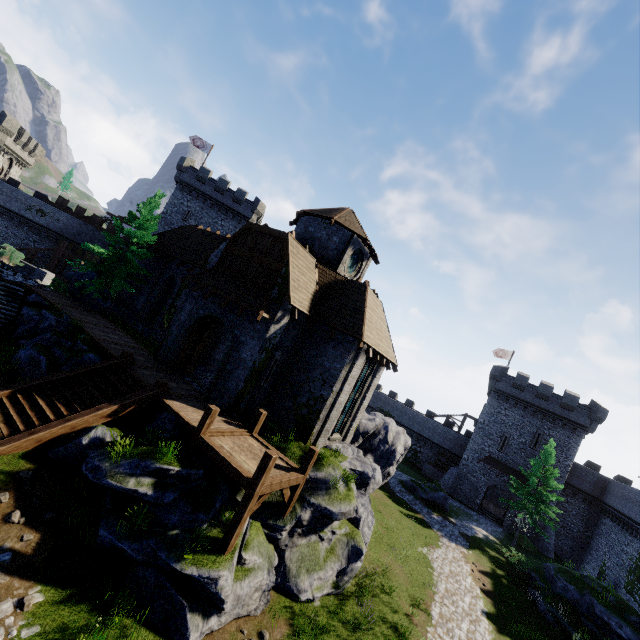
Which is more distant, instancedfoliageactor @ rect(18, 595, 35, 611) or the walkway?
the walkway

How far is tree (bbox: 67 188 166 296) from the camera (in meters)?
21.38

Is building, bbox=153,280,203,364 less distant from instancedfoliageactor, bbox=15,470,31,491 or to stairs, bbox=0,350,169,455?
stairs, bbox=0,350,169,455

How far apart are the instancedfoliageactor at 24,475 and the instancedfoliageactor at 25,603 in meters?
2.6

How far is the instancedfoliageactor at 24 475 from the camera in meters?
9.1 m

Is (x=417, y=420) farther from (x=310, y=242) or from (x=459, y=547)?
(x=310, y=242)

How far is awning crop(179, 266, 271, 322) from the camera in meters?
14.7 m

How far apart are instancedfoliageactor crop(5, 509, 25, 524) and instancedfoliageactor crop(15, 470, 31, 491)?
0.5m
